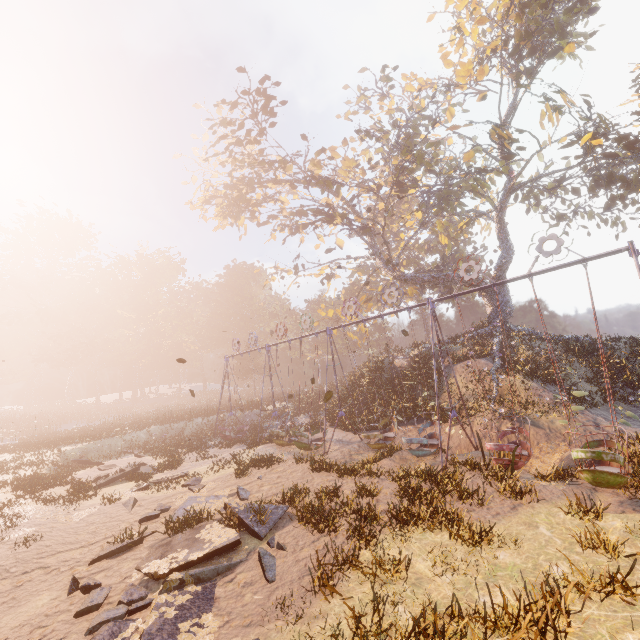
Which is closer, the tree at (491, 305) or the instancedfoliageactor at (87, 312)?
the tree at (491, 305)

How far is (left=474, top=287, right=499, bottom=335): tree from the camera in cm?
2484

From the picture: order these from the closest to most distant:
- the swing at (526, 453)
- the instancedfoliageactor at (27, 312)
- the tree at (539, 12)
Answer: the swing at (526, 453) → the tree at (539, 12) → the instancedfoliageactor at (27, 312)

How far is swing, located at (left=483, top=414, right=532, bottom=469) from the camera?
10.0m

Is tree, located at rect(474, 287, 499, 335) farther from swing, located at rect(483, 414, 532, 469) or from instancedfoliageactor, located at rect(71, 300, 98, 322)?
instancedfoliageactor, located at rect(71, 300, 98, 322)

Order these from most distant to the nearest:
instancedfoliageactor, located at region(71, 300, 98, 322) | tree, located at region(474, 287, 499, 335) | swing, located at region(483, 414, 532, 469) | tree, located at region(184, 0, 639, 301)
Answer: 1. instancedfoliageactor, located at region(71, 300, 98, 322)
2. tree, located at region(474, 287, 499, 335)
3. tree, located at region(184, 0, 639, 301)
4. swing, located at region(483, 414, 532, 469)

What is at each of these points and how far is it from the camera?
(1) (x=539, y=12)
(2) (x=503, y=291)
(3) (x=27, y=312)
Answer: (1) tree, 25.9 meters
(2) tree, 25.2 meters
(3) instancedfoliageactor, 56.9 meters
